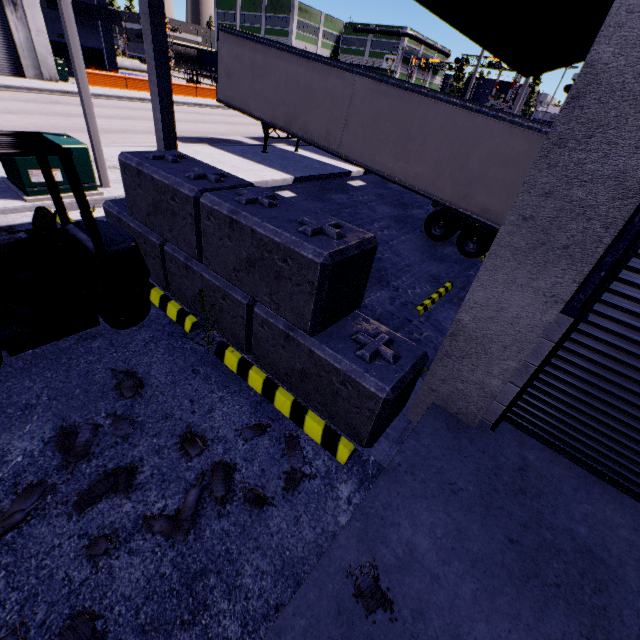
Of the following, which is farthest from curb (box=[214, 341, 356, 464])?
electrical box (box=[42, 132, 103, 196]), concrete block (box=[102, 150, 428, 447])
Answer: electrical box (box=[42, 132, 103, 196])

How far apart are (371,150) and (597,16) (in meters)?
10.13

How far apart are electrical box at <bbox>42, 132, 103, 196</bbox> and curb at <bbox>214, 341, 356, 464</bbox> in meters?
6.1 m

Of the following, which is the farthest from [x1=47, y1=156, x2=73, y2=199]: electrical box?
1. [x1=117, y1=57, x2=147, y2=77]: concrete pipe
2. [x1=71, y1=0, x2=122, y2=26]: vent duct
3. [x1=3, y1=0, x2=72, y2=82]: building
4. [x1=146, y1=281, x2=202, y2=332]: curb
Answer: [x1=117, y1=57, x2=147, y2=77]: concrete pipe

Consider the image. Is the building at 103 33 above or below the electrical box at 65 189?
above

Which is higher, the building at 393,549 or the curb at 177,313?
the building at 393,549

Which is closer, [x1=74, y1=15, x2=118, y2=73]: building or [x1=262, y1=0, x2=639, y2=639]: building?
[x1=262, y1=0, x2=639, y2=639]: building

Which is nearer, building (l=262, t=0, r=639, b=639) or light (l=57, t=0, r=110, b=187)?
building (l=262, t=0, r=639, b=639)
